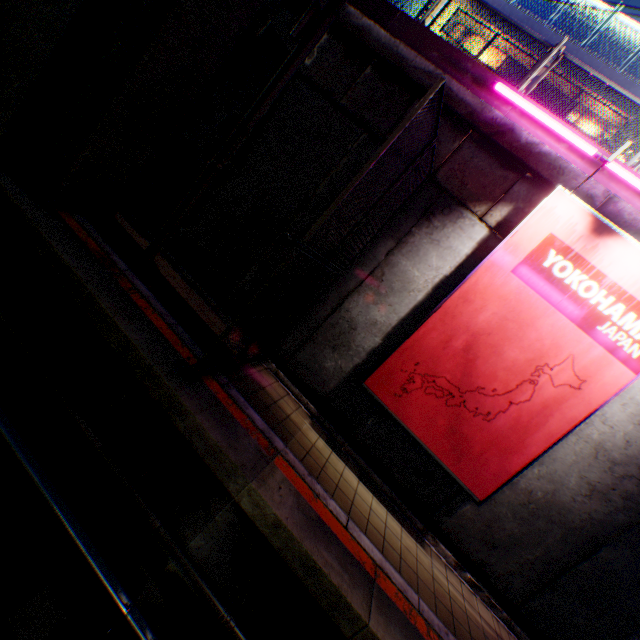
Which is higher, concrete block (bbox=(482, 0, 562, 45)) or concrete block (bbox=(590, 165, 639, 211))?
concrete block (bbox=(482, 0, 562, 45))

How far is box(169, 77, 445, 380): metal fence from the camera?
3.8 meters

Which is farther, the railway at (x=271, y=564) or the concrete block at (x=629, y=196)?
the concrete block at (x=629, y=196)

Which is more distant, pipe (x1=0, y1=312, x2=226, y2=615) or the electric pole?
the electric pole

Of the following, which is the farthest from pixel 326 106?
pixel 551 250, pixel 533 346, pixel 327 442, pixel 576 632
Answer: pixel 576 632

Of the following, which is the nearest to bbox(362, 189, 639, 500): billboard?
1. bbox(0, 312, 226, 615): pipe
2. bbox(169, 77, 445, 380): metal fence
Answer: bbox(169, 77, 445, 380): metal fence

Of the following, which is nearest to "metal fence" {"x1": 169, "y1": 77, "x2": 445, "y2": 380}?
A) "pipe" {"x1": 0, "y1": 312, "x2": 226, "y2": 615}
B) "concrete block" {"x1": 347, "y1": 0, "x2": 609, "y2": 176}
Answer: "concrete block" {"x1": 347, "y1": 0, "x2": 609, "y2": 176}

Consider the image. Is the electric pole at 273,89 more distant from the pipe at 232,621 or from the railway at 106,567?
the pipe at 232,621
